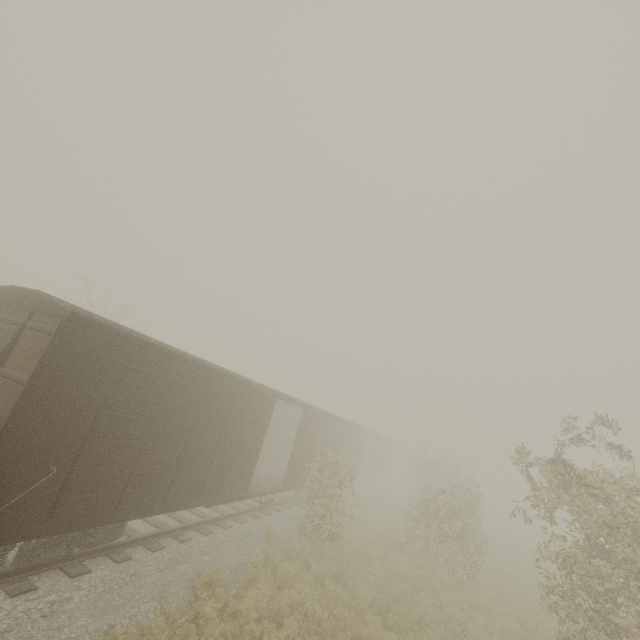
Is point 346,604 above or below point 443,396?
below
